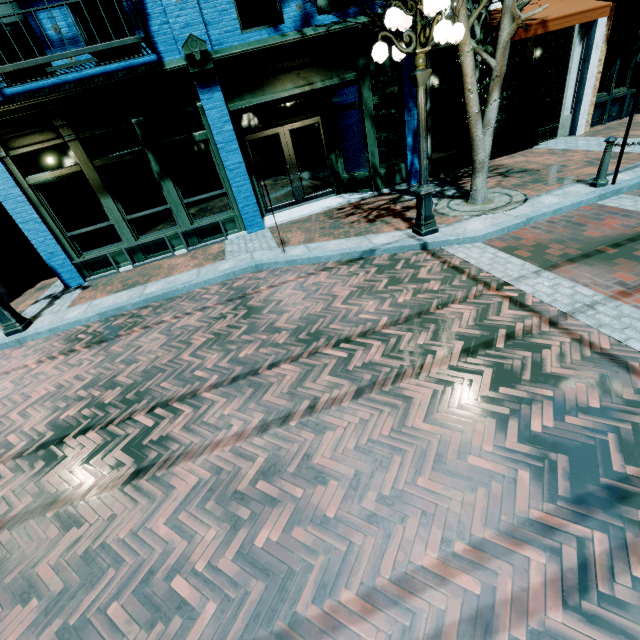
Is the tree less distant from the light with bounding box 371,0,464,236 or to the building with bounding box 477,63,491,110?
the light with bounding box 371,0,464,236

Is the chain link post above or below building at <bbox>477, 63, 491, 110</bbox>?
below

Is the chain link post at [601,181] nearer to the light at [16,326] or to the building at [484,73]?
the building at [484,73]

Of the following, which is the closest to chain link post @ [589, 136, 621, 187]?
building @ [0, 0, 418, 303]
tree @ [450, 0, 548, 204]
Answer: tree @ [450, 0, 548, 204]

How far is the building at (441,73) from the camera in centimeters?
852cm

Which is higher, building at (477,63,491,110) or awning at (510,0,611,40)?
awning at (510,0,611,40)

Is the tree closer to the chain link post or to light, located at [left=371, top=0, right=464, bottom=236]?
light, located at [left=371, top=0, right=464, bottom=236]

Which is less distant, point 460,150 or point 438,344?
point 438,344
